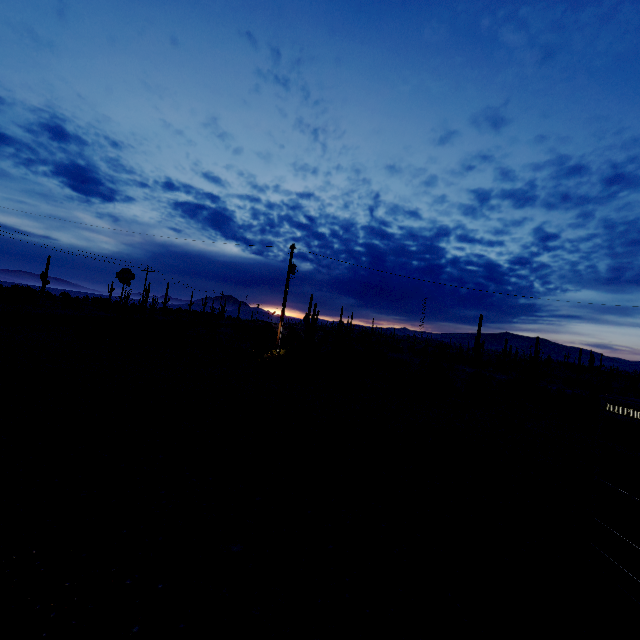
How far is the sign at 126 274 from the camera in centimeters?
2266cm

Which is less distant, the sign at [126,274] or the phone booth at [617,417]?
the phone booth at [617,417]

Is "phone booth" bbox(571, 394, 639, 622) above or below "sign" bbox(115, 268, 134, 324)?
below

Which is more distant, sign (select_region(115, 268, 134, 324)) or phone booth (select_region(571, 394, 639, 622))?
sign (select_region(115, 268, 134, 324))

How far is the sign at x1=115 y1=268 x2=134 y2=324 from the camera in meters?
22.7 m

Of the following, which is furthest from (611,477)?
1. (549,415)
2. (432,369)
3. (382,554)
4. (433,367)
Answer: (433,367)
